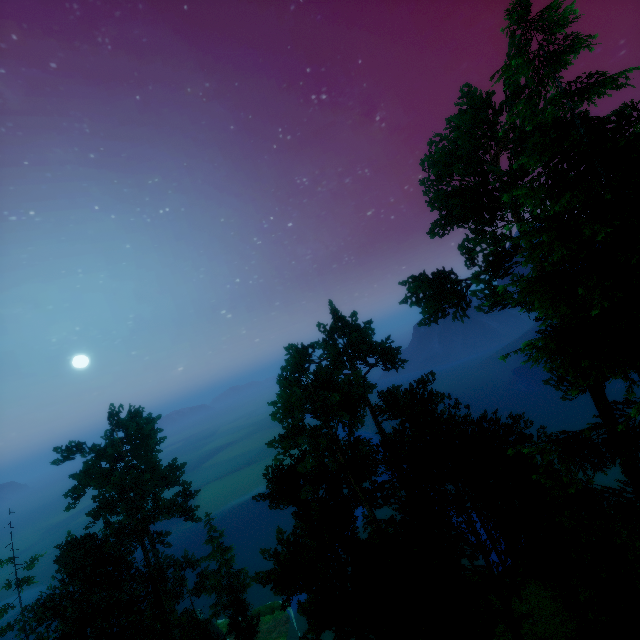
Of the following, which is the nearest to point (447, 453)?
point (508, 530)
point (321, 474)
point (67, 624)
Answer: point (508, 530)
